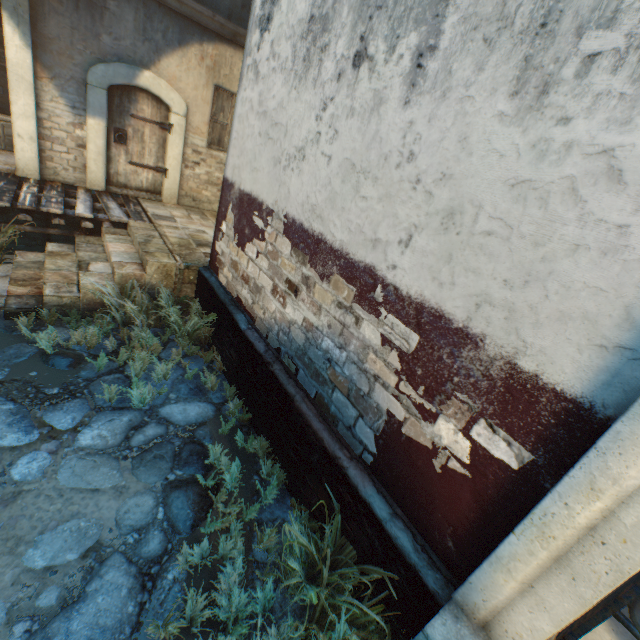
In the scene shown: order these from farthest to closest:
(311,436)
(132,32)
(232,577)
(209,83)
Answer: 1. (209,83)
2. (132,32)
3. (311,436)
4. (232,577)

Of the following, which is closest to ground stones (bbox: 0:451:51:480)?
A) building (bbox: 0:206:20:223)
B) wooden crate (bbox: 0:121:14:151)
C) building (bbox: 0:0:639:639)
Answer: building (bbox: 0:0:639:639)

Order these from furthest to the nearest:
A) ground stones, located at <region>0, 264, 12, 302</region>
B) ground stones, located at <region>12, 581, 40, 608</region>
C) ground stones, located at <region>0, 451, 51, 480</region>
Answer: ground stones, located at <region>0, 264, 12, 302</region> → ground stones, located at <region>0, 451, 51, 480</region> → ground stones, located at <region>12, 581, 40, 608</region>

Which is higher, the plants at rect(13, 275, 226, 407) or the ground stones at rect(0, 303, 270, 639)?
the plants at rect(13, 275, 226, 407)

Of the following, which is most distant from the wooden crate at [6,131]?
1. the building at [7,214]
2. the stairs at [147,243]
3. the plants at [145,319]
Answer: the plants at [145,319]

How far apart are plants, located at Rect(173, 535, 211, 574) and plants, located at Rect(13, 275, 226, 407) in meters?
1.2 m

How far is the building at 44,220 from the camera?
6.69m

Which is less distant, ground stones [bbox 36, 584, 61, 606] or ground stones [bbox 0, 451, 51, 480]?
ground stones [bbox 36, 584, 61, 606]
